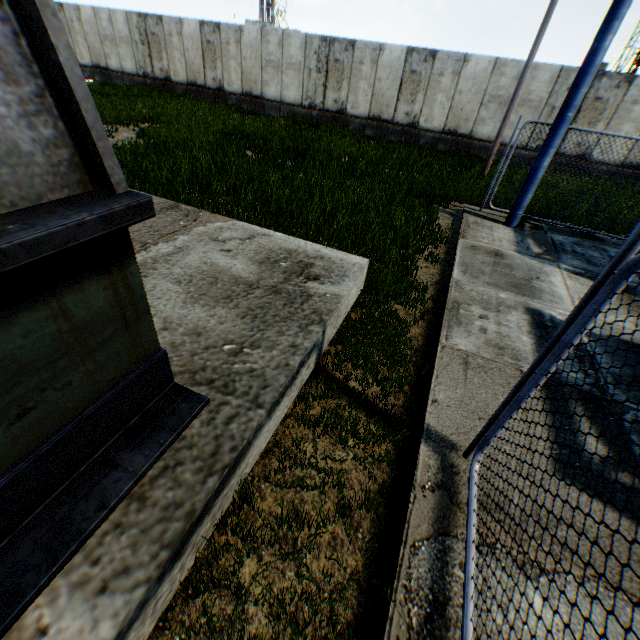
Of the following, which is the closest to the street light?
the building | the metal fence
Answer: the metal fence

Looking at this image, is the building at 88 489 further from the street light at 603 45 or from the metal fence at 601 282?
the street light at 603 45

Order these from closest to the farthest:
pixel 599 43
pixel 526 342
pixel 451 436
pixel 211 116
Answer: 1. pixel 451 436
2. pixel 526 342
3. pixel 599 43
4. pixel 211 116

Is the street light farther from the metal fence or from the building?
the building
